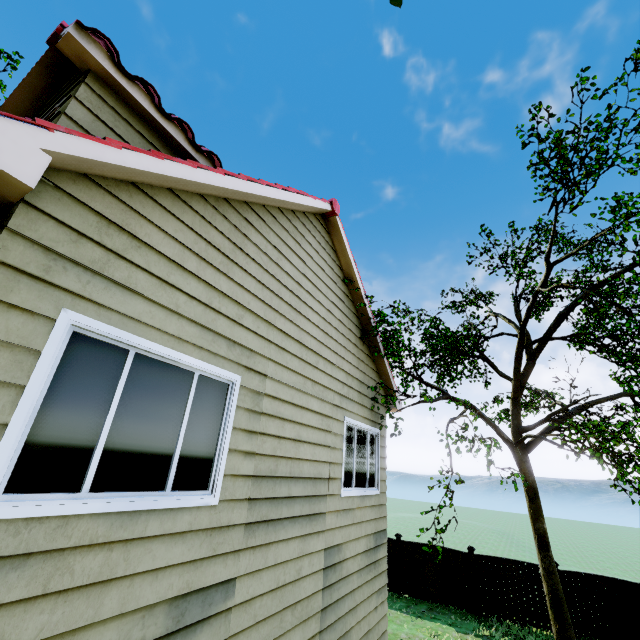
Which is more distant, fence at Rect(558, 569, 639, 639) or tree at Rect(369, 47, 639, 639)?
fence at Rect(558, 569, 639, 639)

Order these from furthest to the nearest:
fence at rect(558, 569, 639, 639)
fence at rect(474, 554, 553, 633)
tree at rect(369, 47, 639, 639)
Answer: fence at rect(474, 554, 553, 633), fence at rect(558, 569, 639, 639), tree at rect(369, 47, 639, 639)

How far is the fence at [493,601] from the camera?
11.08m

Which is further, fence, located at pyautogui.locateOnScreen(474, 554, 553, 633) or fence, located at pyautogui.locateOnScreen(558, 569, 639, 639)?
fence, located at pyautogui.locateOnScreen(474, 554, 553, 633)

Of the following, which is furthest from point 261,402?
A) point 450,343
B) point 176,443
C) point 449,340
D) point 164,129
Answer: point 450,343

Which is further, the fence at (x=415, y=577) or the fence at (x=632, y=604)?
the fence at (x=415, y=577)
